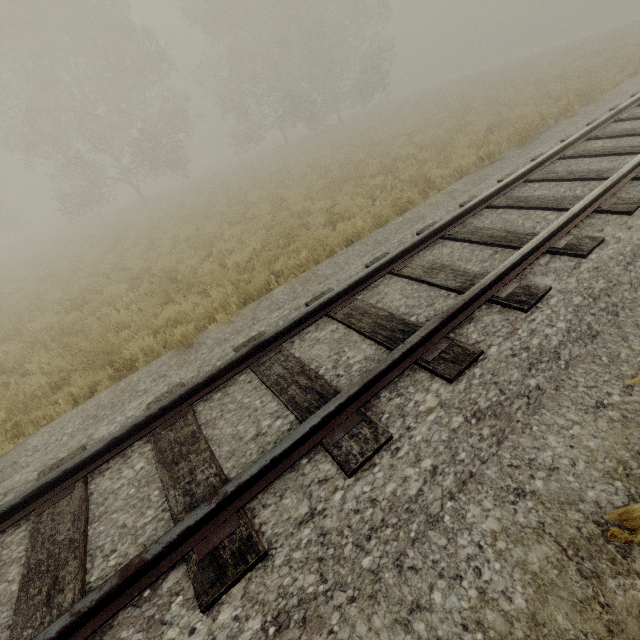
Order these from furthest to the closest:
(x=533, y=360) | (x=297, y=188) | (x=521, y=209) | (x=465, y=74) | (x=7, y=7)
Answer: (x=465, y=74), (x=7, y=7), (x=297, y=188), (x=521, y=209), (x=533, y=360)
